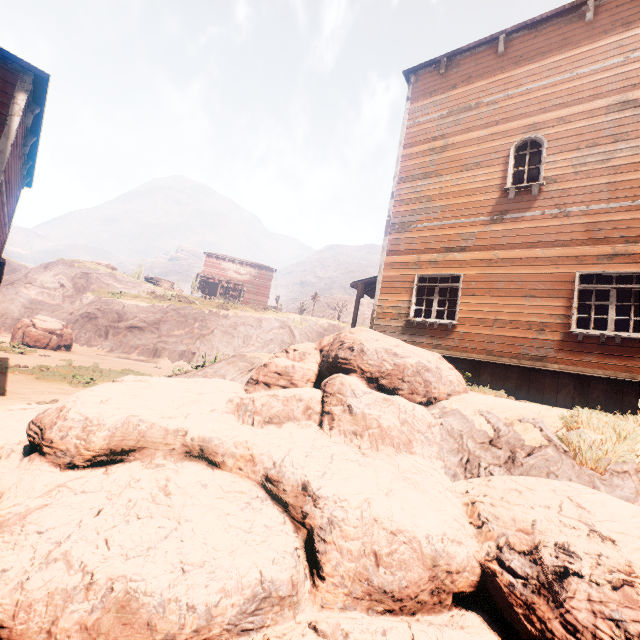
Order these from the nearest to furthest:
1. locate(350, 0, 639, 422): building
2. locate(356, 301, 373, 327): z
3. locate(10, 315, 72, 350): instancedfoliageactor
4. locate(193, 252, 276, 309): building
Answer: locate(350, 0, 639, 422): building, locate(10, 315, 72, 350): instancedfoliageactor, locate(193, 252, 276, 309): building, locate(356, 301, 373, 327): z

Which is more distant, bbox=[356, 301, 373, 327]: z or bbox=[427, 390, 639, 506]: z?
bbox=[356, 301, 373, 327]: z

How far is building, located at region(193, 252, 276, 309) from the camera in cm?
4394

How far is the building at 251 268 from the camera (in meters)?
43.94

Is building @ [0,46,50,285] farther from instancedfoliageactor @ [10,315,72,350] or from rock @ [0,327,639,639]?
instancedfoliageactor @ [10,315,72,350]

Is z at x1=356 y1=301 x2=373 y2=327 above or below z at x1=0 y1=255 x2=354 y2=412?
above

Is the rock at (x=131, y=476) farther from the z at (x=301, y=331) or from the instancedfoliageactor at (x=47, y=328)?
the instancedfoliageactor at (x=47, y=328)

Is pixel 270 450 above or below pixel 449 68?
below
